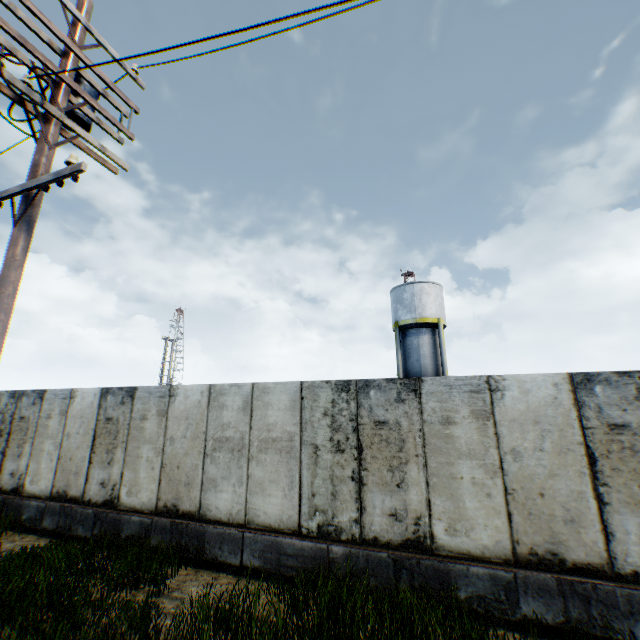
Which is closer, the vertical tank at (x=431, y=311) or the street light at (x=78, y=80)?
the street light at (x=78, y=80)

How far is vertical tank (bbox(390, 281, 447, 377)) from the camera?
23.2m

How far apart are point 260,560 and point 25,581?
3.8m

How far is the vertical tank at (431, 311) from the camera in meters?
23.2

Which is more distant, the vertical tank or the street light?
the vertical tank
